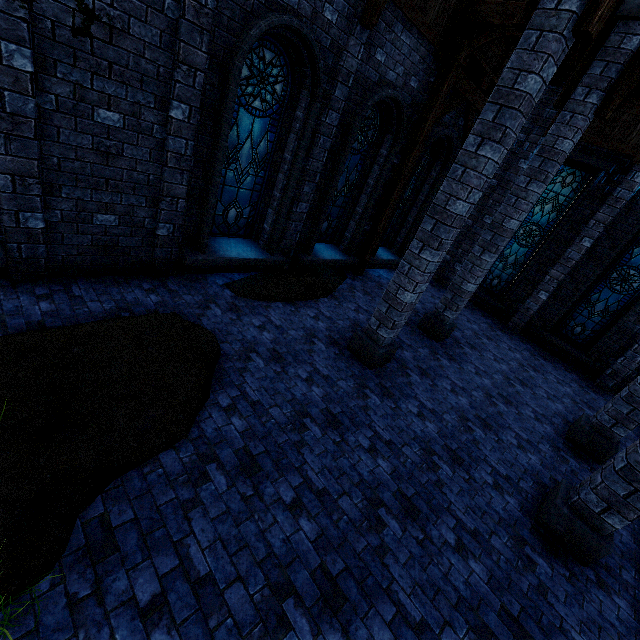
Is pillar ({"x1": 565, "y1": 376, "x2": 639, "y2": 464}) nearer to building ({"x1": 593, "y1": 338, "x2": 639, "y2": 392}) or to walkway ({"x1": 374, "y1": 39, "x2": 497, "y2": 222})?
building ({"x1": 593, "y1": 338, "x2": 639, "y2": 392})

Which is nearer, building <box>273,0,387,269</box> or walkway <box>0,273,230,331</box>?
walkway <box>0,273,230,331</box>

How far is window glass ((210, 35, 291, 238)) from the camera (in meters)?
5.72

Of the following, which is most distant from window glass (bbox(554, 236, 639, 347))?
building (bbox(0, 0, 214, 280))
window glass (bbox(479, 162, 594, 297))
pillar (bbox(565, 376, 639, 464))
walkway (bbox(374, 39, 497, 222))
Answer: walkway (bbox(374, 39, 497, 222))

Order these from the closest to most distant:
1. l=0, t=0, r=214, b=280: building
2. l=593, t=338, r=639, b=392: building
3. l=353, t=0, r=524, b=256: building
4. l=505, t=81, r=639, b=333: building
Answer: l=0, t=0, r=214, b=280: building
l=353, t=0, r=524, b=256: building
l=505, t=81, r=639, b=333: building
l=593, t=338, r=639, b=392: building

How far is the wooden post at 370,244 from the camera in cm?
973

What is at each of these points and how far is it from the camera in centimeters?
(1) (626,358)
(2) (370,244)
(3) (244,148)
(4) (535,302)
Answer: (1) building, 954cm
(2) wooden post, 996cm
(3) window glass, 640cm
(4) building, 1094cm

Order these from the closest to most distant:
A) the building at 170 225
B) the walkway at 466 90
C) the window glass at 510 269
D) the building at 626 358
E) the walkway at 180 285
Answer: the building at 170 225 → the walkway at 180 285 → the walkway at 466 90 → the building at 626 358 → the window glass at 510 269
